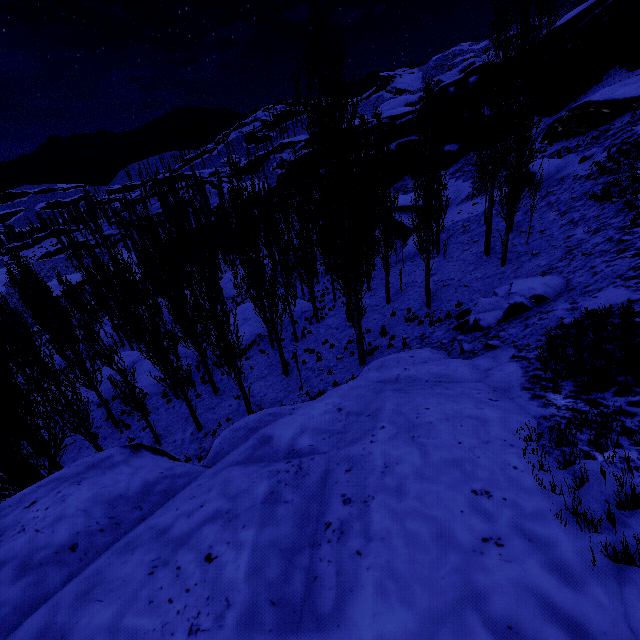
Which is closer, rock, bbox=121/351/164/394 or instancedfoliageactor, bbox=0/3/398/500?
instancedfoliageactor, bbox=0/3/398/500

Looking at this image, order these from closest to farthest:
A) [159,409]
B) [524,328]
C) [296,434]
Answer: [296,434] → [524,328] → [159,409]

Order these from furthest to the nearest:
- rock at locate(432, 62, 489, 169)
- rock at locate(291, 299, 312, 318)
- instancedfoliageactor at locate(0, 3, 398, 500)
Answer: rock at locate(432, 62, 489, 169)
rock at locate(291, 299, 312, 318)
instancedfoliageactor at locate(0, 3, 398, 500)

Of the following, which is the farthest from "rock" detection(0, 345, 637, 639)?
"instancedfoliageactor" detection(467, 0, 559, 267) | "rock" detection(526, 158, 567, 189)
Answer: "rock" detection(526, 158, 567, 189)

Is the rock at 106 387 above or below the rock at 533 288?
below

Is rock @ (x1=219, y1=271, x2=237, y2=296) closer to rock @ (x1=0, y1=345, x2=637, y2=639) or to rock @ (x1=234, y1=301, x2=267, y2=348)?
rock @ (x1=234, y1=301, x2=267, y2=348)

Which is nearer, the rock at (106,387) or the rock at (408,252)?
the rock at (106,387)

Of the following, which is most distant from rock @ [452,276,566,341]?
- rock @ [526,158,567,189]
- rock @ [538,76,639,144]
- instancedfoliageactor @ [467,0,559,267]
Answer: rock @ [538,76,639,144]
